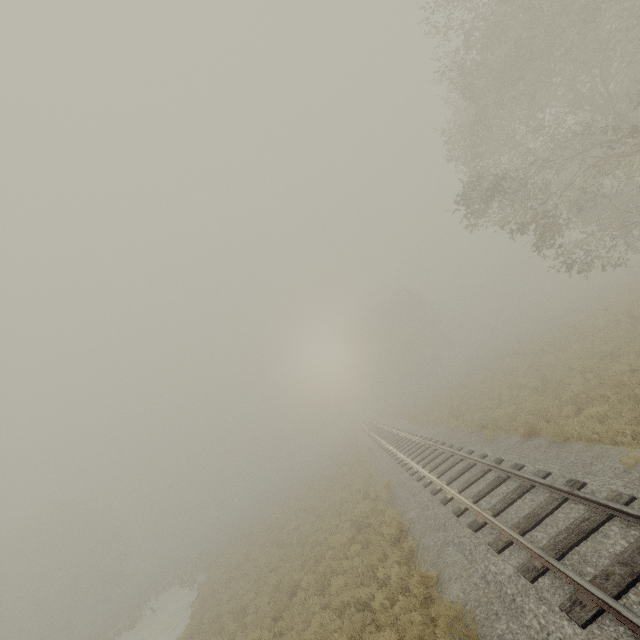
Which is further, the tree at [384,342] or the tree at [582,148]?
the tree at [384,342]

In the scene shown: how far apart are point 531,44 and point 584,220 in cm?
1141

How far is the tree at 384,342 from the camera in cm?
5213

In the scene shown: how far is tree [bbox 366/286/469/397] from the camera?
52.1m

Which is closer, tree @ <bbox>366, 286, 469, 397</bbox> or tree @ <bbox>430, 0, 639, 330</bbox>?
tree @ <bbox>430, 0, 639, 330</bbox>
